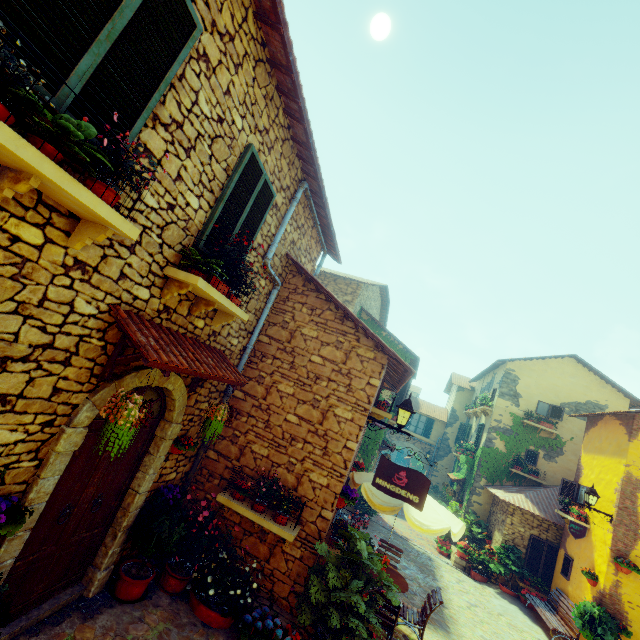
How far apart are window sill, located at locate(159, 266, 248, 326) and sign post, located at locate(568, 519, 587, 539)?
12.6m

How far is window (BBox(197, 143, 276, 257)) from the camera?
4.3m

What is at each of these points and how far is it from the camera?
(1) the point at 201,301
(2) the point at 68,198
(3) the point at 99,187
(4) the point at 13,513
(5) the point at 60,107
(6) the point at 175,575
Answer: (1) window sill, 4.5 meters
(2) window sill, 2.3 meters
(3) flower pot, 2.4 meters
(4) flower pot, 2.9 meters
(5) window, 2.3 meters
(6) flower pot, 5.0 meters

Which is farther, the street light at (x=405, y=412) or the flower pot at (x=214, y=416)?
the street light at (x=405, y=412)

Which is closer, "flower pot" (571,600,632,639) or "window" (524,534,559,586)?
"flower pot" (571,600,632,639)

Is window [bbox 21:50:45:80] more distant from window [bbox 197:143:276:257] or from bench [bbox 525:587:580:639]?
bench [bbox 525:587:580:639]

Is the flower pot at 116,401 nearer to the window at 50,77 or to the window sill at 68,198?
the window sill at 68,198

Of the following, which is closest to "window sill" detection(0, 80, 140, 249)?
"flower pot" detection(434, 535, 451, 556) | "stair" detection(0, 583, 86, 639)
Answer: "stair" detection(0, 583, 86, 639)
